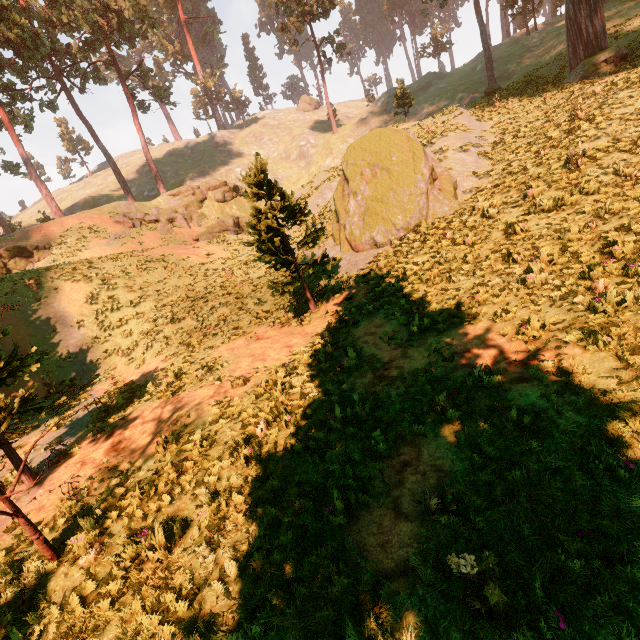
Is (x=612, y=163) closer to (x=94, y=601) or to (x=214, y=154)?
(x=94, y=601)

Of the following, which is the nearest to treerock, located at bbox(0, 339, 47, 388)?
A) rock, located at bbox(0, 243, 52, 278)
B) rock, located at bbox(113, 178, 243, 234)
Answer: rock, located at bbox(0, 243, 52, 278)

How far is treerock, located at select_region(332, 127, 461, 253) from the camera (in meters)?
13.87

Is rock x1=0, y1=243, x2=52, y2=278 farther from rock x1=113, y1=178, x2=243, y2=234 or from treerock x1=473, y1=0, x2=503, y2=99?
rock x1=113, y1=178, x2=243, y2=234

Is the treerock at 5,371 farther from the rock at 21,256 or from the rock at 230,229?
the rock at 230,229

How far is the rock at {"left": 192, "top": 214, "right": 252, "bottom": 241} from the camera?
31.2 meters
